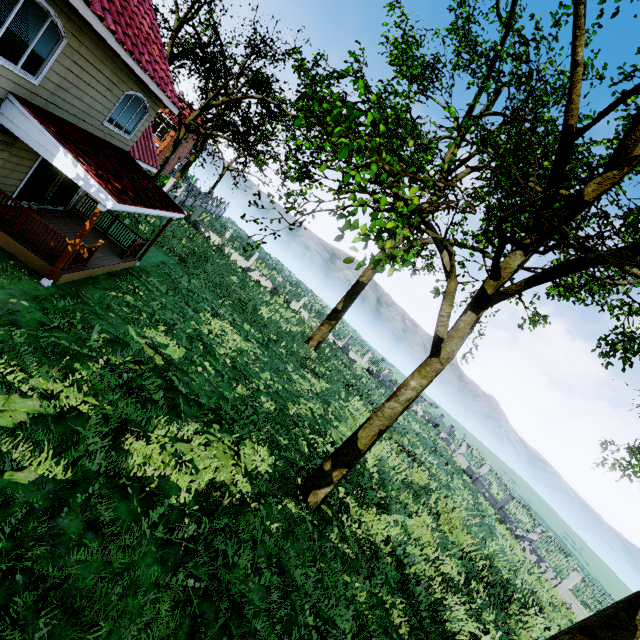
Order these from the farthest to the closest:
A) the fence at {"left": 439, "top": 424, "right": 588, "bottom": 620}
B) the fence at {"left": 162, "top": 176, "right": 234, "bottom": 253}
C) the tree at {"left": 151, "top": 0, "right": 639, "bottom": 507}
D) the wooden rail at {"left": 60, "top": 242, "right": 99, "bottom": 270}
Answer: the fence at {"left": 162, "top": 176, "right": 234, "bottom": 253} → the fence at {"left": 439, "top": 424, "right": 588, "bottom": 620} → the wooden rail at {"left": 60, "top": 242, "right": 99, "bottom": 270} → the tree at {"left": 151, "top": 0, "right": 639, "bottom": 507}

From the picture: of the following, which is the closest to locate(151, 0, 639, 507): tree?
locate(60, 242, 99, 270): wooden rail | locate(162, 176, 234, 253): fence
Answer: locate(162, 176, 234, 253): fence

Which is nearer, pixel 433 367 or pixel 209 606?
pixel 209 606

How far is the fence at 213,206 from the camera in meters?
29.2 m

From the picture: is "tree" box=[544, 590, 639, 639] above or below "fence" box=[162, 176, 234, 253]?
above

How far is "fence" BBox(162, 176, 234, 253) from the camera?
29.2m

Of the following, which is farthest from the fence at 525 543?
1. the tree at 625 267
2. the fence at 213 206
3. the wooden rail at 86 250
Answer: the fence at 213 206
